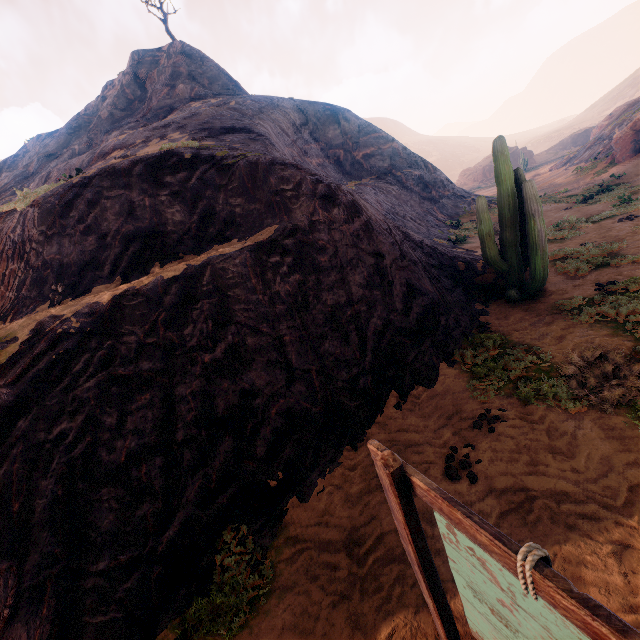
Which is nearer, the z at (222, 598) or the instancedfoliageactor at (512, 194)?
the z at (222, 598)

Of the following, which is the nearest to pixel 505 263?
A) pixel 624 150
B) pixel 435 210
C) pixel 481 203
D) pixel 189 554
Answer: pixel 481 203

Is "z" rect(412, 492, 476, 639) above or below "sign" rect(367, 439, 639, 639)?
below

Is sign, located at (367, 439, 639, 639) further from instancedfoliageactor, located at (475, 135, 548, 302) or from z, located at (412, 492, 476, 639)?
instancedfoliageactor, located at (475, 135, 548, 302)

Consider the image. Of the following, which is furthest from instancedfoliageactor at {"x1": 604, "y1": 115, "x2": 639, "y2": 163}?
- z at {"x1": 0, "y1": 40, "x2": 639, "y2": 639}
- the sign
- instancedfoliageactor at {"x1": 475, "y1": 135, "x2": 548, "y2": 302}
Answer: the sign

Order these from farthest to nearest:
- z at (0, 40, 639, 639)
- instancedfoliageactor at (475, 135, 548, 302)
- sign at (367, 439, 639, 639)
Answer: instancedfoliageactor at (475, 135, 548, 302), z at (0, 40, 639, 639), sign at (367, 439, 639, 639)

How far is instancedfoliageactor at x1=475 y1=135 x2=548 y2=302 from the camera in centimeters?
757cm

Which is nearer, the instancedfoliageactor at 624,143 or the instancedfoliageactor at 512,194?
the instancedfoliageactor at 512,194
